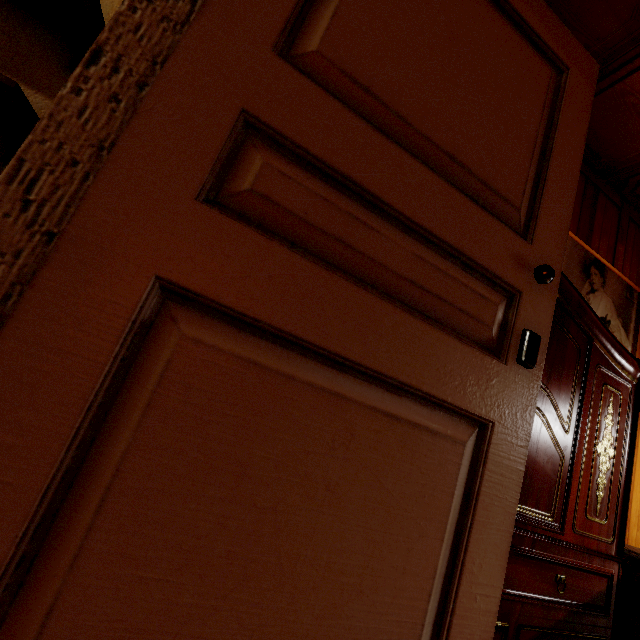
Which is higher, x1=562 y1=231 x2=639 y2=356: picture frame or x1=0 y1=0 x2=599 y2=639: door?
x1=562 y1=231 x2=639 y2=356: picture frame

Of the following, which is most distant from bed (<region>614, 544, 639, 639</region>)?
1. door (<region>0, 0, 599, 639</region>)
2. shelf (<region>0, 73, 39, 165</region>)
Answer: shelf (<region>0, 73, 39, 165</region>)

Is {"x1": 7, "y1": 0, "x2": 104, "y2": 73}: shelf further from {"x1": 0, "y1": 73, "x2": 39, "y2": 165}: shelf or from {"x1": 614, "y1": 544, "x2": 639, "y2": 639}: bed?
{"x1": 614, "y1": 544, "x2": 639, "y2": 639}: bed

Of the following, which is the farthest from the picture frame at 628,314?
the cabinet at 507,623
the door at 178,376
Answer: the door at 178,376

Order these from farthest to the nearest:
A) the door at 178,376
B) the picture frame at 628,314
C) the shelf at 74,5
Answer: the picture frame at 628,314, the shelf at 74,5, the door at 178,376

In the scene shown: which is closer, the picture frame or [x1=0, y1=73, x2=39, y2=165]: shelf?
[x1=0, y1=73, x2=39, y2=165]: shelf

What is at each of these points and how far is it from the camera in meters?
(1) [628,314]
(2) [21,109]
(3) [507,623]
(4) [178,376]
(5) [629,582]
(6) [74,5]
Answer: (1) picture frame, 2.4
(2) shelf, 0.9
(3) cabinet, 1.0
(4) door, 0.5
(5) bed, 1.3
(6) shelf, 1.0

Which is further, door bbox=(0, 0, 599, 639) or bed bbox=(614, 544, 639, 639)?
bed bbox=(614, 544, 639, 639)
